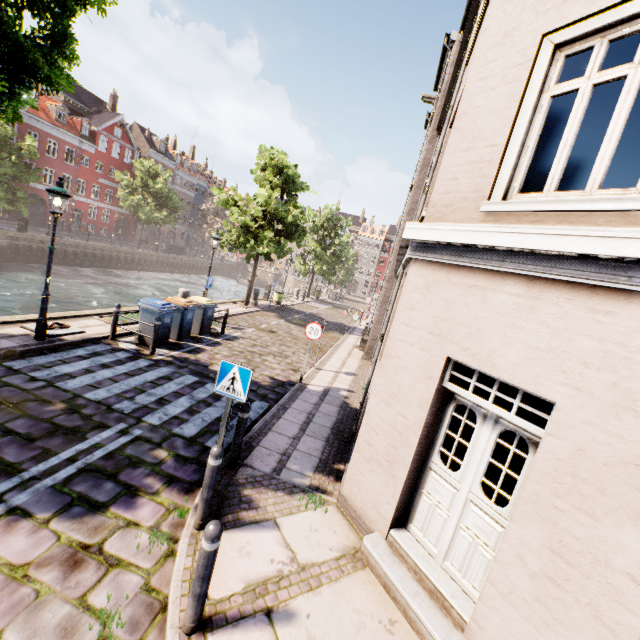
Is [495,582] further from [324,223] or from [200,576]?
[324,223]

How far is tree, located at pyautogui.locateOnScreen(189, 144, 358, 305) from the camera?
18.0 meters

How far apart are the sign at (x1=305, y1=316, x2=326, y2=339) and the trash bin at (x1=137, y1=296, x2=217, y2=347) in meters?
4.3

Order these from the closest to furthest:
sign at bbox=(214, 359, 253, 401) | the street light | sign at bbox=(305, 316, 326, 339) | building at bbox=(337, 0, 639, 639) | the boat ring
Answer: building at bbox=(337, 0, 639, 639)
sign at bbox=(214, 359, 253, 401)
the street light
the boat ring
sign at bbox=(305, 316, 326, 339)

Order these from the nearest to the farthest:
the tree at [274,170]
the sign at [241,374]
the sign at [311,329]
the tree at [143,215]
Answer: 1. the sign at [241,374]
2. the sign at [311,329]
3. the tree at [274,170]
4. the tree at [143,215]

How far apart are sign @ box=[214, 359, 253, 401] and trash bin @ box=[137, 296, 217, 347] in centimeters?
703cm

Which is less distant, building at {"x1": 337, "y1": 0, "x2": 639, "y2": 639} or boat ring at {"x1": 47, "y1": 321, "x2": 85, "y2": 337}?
building at {"x1": 337, "y1": 0, "x2": 639, "y2": 639}

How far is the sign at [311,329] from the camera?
9.50m
